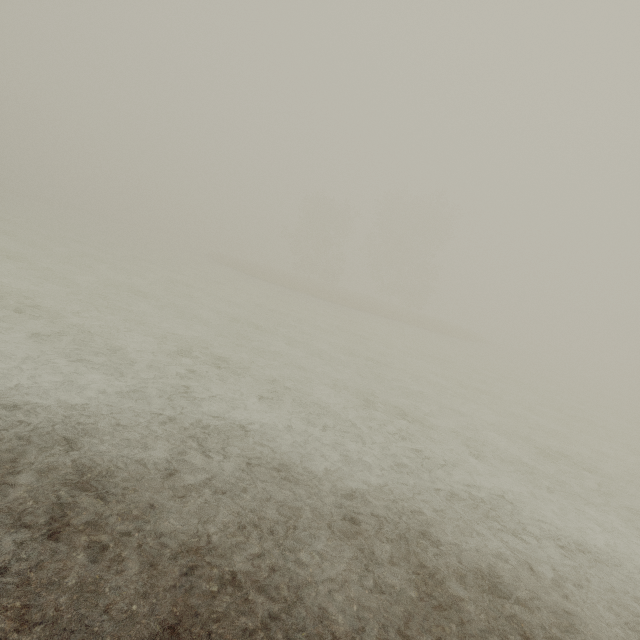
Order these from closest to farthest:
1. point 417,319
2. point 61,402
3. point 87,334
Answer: point 61,402 < point 87,334 < point 417,319
